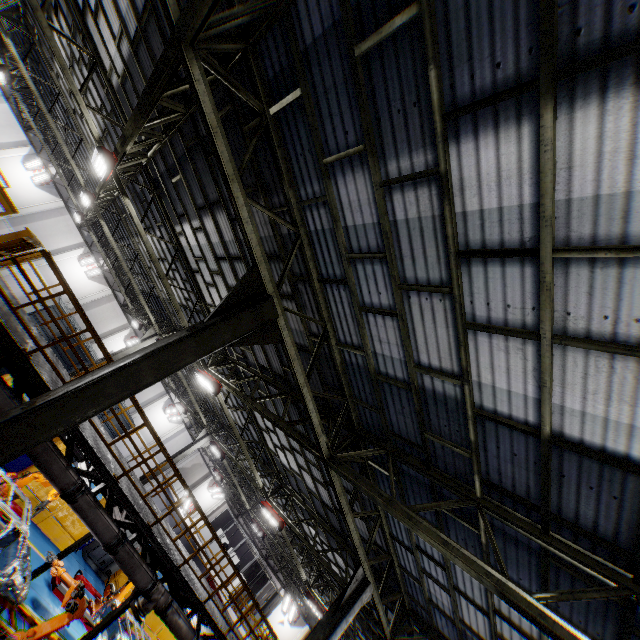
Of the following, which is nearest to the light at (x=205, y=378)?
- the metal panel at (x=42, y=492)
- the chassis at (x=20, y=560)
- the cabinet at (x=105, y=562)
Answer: the chassis at (x=20, y=560)

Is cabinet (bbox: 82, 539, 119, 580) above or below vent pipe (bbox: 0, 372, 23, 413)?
below

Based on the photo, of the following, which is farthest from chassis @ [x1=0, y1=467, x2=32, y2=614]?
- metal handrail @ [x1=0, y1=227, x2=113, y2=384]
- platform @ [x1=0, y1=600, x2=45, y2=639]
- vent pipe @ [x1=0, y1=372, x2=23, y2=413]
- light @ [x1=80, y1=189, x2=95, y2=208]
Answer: light @ [x1=80, y1=189, x2=95, y2=208]

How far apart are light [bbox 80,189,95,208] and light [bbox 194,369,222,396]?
8.64m

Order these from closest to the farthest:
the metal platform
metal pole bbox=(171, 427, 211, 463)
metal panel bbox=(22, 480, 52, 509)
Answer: the metal platform → metal panel bbox=(22, 480, 52, 509) → metal pole bbox=(171, 427, 211, 463)

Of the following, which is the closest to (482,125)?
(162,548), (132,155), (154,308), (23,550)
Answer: (132,155)

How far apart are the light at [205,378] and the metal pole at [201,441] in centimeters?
1010cm

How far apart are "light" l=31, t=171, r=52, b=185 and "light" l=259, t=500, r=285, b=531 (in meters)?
28.58
